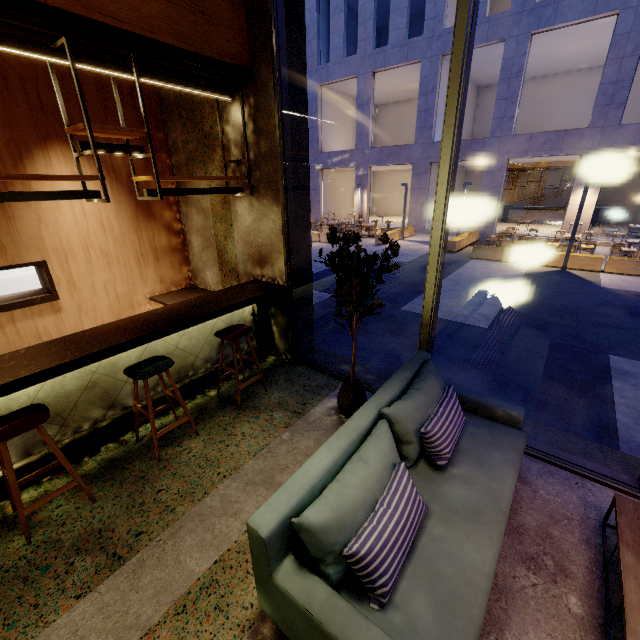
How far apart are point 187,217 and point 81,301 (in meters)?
2.05

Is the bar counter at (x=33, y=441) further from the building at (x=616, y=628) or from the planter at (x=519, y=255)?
the planter at (x=519, y=255)

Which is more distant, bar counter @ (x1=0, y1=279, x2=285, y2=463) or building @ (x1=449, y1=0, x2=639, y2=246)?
building @ (x1=449, y1=0, x2=639, y2=246)

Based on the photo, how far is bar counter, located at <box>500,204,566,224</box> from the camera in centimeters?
2033cm

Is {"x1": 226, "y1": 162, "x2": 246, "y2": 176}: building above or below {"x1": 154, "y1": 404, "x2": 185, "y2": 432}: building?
above

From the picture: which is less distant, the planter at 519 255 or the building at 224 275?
the building at 224 275

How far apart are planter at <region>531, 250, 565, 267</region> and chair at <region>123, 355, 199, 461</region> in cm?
1277

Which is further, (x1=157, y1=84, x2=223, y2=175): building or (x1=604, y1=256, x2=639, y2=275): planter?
(x1=604, y1=256, x2=639, y2=275): planter
